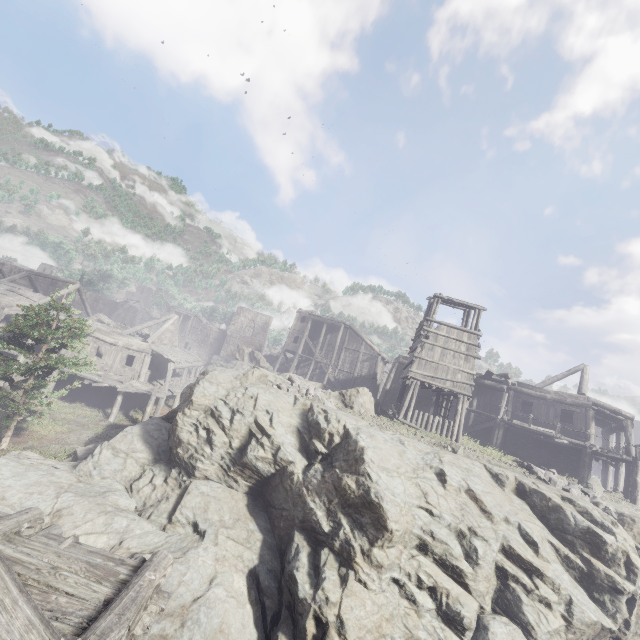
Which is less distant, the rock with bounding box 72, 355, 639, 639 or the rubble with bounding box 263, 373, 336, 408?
the rock with bounding box 72, 355, 639, 639

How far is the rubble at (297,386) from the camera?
14.95m

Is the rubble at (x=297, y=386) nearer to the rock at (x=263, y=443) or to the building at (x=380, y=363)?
the rock at (x=263, y=443)

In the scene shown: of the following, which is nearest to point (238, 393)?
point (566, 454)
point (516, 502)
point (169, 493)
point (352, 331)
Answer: point (169, 493)

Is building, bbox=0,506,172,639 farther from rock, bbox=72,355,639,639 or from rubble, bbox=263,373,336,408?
rubble, bbox=263,373,336,408

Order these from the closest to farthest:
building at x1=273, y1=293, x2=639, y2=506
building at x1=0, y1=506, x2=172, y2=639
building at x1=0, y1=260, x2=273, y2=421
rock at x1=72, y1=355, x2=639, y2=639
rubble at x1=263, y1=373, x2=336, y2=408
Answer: building at x1=0, y1=506, x2=172, y2=639 < rock at x1=72, y1=355, x2=639, y2=639 < rubble at x1=263, y1=373, x2=336, y2=408 < building at x1=273, y1=293, x2=639, y2=506 < building at x1=0, y1=260, x2=273, y2=421

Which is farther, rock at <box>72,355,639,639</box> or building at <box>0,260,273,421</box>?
building at <box>0,260,273,421</box>
